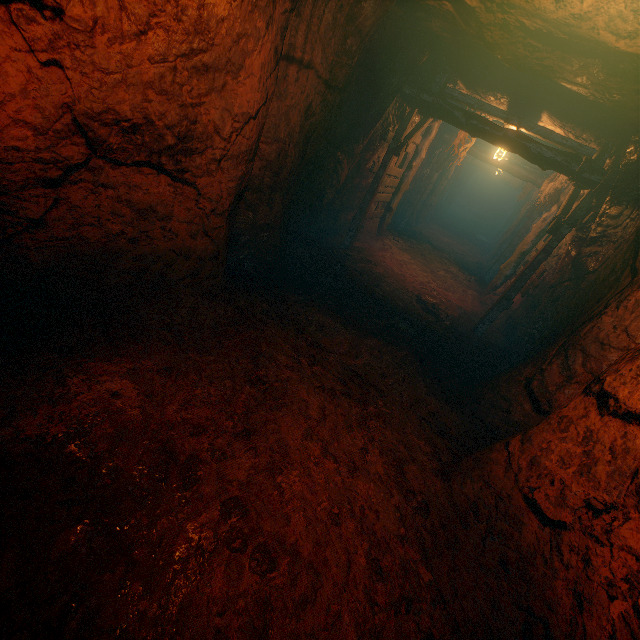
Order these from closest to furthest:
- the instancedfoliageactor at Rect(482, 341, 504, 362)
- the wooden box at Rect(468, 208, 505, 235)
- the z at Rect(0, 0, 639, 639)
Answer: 1. the z at Rect(0, 0, 639, 639)
2. the instancedfoliageactor at Rect(482, 341, 504, 362)
3. the wooden box at Rect(468, 208, 505, 235)

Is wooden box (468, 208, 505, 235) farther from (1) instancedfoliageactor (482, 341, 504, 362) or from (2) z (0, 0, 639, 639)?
(1) instancedfoliageactor (482, 341, 504, 362)

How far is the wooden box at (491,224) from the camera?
25.46m

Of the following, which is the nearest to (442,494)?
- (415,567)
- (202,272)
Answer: (415,567)

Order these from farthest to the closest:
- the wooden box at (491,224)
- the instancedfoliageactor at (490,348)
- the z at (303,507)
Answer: the wooden box at (491,224) → the instancedfoliageactor at (490,348) → the z at (303,507)

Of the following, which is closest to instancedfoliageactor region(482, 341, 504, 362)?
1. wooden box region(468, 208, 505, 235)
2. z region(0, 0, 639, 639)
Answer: z region(0, 0, 639, 639)
